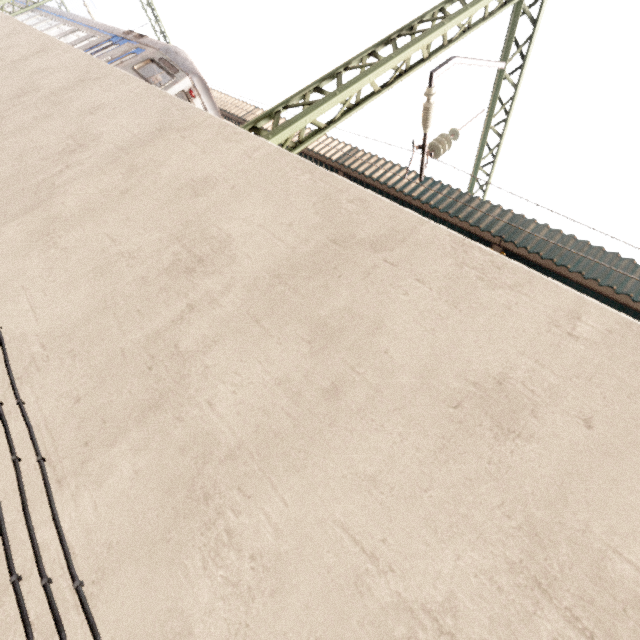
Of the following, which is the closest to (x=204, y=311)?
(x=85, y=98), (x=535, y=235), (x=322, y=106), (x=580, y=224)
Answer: (x=322, y=106)

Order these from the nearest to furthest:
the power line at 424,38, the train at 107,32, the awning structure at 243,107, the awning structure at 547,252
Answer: the power line at 424,38 < the awning structure at 547,252 < the train at 107,32 < the awning structure at 243,107

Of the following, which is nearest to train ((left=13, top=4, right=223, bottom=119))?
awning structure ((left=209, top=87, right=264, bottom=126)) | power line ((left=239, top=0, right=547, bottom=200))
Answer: awning structure ((left=209, top=87, right=264, bottom=126))

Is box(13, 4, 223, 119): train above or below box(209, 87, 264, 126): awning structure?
below

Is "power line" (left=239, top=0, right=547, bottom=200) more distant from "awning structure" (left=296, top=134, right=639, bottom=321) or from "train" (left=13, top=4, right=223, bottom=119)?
"train" (left=13, top=4, right=223, bottom=119)

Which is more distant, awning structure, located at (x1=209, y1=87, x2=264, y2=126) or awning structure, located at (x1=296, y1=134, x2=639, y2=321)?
awning structure, located at (x1=209, y1=87, x2=264, y2=126)

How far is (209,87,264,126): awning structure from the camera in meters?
11.4

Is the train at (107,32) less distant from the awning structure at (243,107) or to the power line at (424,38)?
the awning structure at (243,107)
